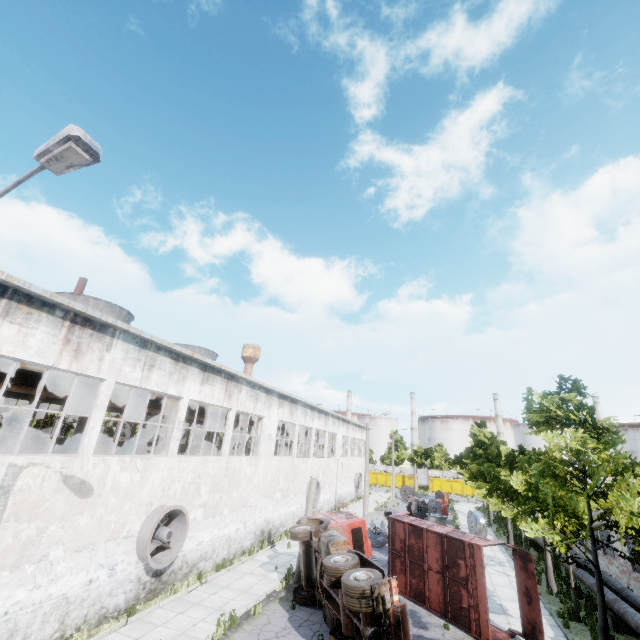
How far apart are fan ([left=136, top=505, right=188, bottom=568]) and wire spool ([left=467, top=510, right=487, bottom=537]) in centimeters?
2489cm

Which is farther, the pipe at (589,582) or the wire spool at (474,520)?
the wire spool at (474,520)

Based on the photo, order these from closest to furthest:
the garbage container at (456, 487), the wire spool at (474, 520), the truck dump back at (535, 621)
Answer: the truck dump back at (535, 621) → the wire spool at (474, 520) → the garbage container at (456, 487)

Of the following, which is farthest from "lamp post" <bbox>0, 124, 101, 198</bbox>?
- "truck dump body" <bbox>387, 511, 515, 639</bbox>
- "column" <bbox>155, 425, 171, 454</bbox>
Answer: "truck dump body" <bbox>387, 511, 515, 639</bbox>

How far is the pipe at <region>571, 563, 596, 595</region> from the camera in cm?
1527

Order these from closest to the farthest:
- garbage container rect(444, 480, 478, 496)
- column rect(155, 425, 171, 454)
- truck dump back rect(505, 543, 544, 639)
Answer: truck dump back rect(505, 543, 544, 639) < column rect(155, 425, 171, 454) < garbage container rect(444, 480, 478, 496)

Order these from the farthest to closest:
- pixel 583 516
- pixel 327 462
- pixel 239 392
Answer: pixel 327 462 → pixel 239 392 → pixel 583 516

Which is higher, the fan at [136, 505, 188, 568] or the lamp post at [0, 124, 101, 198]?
the lamp post at [0, 124, 101, 198]
